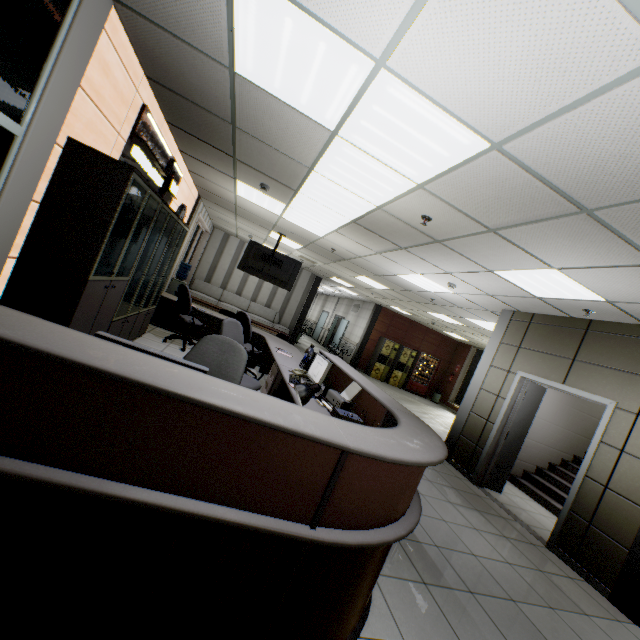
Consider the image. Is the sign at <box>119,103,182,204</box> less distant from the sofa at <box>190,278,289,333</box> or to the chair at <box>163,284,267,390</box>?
the chair at <box>163,284,267,390</box>

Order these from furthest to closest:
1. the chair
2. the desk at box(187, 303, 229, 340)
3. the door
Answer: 1. the desk at box(187, 303, 229, 340)
2. the door
3. the chair

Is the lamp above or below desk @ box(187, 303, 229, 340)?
above

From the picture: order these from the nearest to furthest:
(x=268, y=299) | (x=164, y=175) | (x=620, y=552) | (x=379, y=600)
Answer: (x=379, y=600) → (x=620, y=552) → (x=164, y=175) → (x=268, y=299)

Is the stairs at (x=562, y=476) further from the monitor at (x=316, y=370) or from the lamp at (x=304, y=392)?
the lamp at (x=304, y=392)

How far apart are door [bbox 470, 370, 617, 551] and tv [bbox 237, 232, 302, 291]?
5.39m

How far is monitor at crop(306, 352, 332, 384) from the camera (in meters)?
3.90

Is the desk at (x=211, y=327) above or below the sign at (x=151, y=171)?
below
